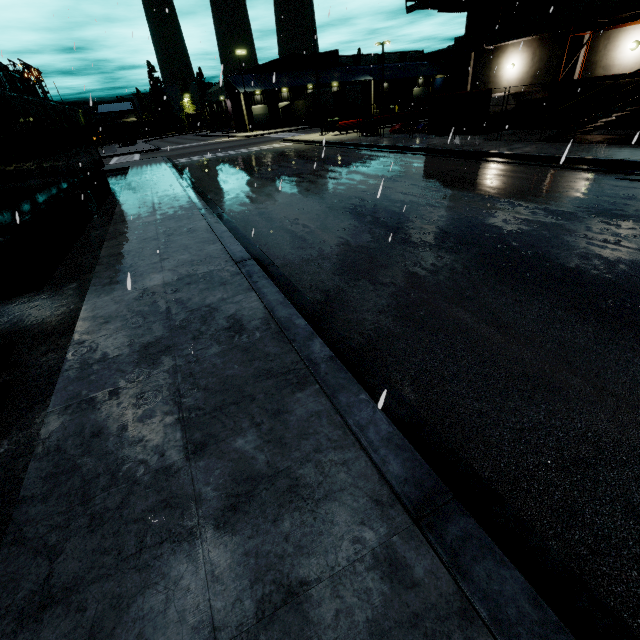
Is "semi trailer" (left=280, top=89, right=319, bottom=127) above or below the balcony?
below

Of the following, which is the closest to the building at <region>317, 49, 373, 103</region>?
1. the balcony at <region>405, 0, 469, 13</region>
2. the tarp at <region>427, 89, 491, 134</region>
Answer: the balcony at <region>405, 0, 469, 13</region>

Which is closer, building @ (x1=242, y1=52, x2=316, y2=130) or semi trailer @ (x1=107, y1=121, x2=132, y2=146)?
building @ (x1=242, y1=52, x2=316, y2=130)

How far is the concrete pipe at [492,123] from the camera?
18.7m

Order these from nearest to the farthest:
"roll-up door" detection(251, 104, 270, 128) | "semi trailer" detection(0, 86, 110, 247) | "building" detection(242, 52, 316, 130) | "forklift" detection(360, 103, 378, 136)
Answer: "semi trailer" detection(0, 86, 110, 247) < "forklift" detection(360, 103, 378, 136) < "building" detection(242, 52, 316, 130) < "roll-up door" detection(251, 104, 270, 128)

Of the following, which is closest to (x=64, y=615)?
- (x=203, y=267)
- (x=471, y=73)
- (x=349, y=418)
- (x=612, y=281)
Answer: (x=349, y=418)

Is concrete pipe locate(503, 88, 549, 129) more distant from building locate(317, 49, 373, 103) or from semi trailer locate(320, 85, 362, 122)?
semi trailer locate(320, 85, 362, 122)

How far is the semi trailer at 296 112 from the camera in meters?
46.0 m
